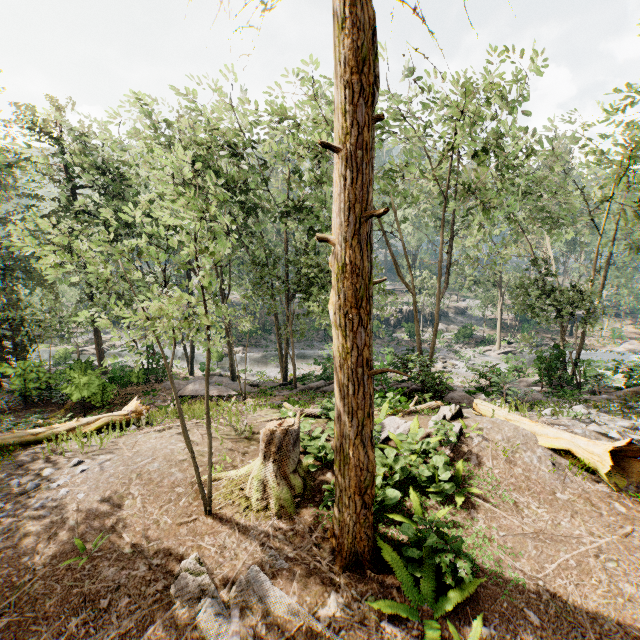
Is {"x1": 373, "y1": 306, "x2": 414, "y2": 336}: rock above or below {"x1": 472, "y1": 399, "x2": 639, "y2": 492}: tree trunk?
below

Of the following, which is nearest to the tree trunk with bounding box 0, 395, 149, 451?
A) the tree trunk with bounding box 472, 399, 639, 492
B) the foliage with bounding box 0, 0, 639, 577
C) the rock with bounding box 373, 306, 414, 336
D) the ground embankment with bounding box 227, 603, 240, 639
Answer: the ground embankment with bounding box 227, 603, 240, 639

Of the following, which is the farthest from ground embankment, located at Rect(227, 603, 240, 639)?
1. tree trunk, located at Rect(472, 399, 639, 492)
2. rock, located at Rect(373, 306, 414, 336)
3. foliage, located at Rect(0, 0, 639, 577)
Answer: rock, located at Rect(373, 306, 414, 336)

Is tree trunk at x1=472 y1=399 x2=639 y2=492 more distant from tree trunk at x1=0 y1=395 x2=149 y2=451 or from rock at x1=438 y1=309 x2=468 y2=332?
rock at x1=438 y1=309 x2=468 y2=332

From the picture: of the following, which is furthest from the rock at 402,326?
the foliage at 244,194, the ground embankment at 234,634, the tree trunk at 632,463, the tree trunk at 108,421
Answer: the ground embankment at 234,634

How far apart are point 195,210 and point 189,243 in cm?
2107

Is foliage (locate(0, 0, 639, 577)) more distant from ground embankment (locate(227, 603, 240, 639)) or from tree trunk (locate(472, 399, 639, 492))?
tree trunk (locate(472, 399, 639, 492))

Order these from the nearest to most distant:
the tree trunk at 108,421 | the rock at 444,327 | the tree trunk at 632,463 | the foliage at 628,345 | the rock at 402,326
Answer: the tree trunk at 632,463, the tree trunk at 108,421, the foliage at 628,345, the rock at 402,326, the rock at 444,327
